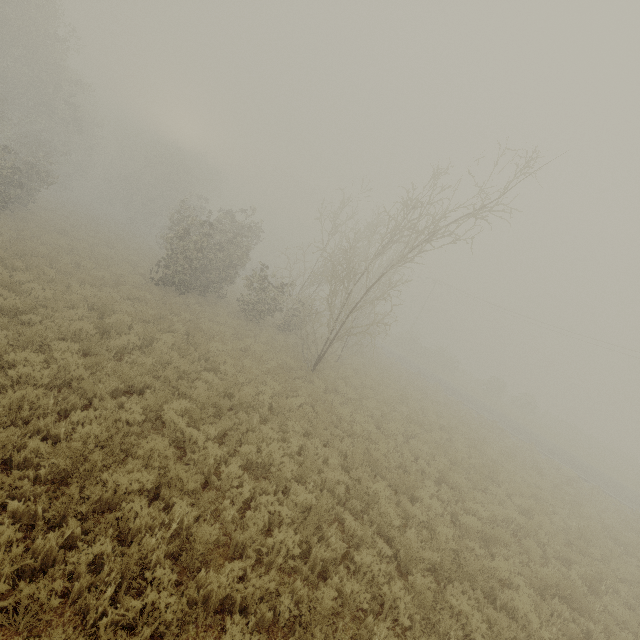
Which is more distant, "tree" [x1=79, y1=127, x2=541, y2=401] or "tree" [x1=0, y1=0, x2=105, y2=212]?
"tree" [x1=0, y1=0, x2=105, y2=212]

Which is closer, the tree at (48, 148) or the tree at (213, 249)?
the tree at (213, 249)

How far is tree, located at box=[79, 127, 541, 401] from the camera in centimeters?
1430cm

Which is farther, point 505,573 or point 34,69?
point 34,69

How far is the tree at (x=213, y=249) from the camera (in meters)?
14.30
